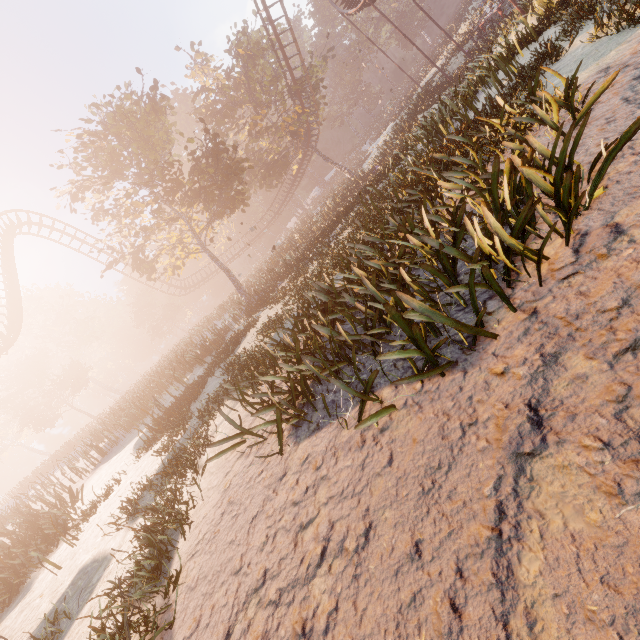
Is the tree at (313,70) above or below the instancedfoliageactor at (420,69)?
above

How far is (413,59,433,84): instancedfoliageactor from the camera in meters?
42.1 m

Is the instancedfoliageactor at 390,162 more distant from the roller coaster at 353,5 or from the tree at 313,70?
the tree at 313,70

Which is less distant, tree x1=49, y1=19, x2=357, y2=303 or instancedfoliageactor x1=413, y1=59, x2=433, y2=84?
tree x1=49, y1=19, x2=357, y2=303

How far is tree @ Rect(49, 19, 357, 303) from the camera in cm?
1838

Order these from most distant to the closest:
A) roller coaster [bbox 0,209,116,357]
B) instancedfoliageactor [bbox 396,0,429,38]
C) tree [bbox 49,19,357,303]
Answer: instancedfoliageactor [bbox 396,0,429,38]
roller coaster [bbox 0,209,116,357]
tree [bbox 49,19,357,303]

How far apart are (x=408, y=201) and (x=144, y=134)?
19.1 meters
